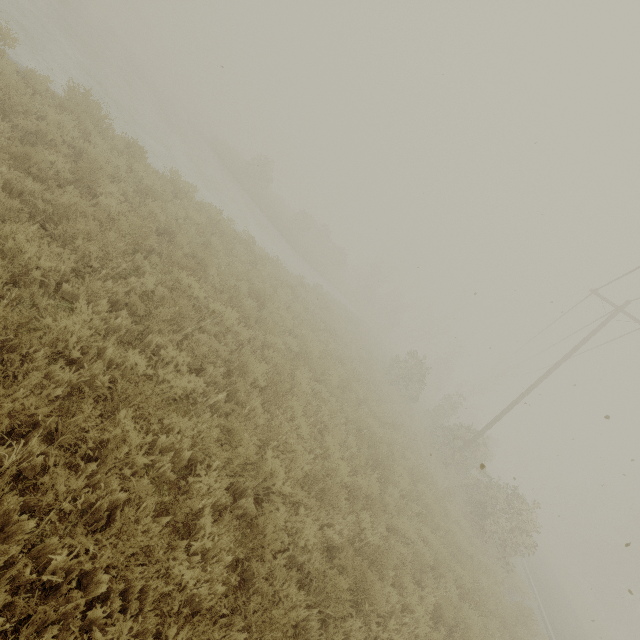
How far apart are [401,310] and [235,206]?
33.9 meters
